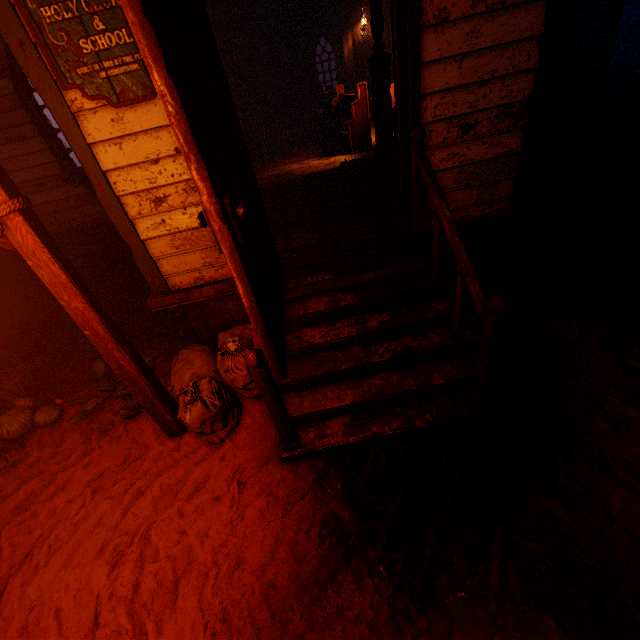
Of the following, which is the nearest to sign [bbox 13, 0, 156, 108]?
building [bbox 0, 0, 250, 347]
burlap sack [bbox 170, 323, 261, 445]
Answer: building [bbox 0, 0, 250, 347]

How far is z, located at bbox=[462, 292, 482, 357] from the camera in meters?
3.4

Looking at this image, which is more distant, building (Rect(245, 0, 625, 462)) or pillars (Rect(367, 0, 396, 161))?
pillars (Rect(367, 0, 396, 161))

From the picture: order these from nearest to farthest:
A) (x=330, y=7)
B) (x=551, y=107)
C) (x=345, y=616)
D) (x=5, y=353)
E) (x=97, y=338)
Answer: (x=345, y=616) < (x=97, y=338) < (x=5, y=353) < (x=551, y=107) < (x=330, y=7)

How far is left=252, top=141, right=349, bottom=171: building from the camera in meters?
8.3

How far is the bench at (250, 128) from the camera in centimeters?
964cm

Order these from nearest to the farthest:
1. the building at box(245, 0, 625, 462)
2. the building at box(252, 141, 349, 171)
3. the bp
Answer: the bp → the building at box(245, 0, 625, 462) → the building at box(252, 141, 349, 171)

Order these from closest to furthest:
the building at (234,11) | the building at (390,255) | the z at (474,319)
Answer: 1. the building at (390,255)
2. the z at (474,319)
3. the building at (234,11)
